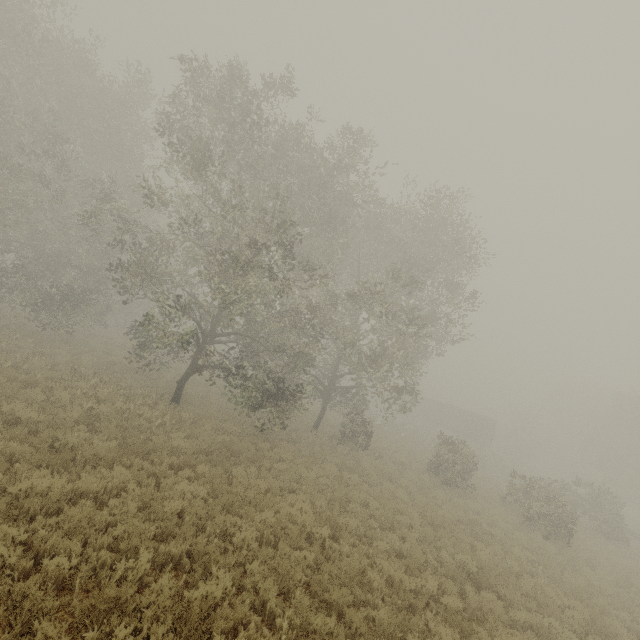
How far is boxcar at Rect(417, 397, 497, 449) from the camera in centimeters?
4381cm

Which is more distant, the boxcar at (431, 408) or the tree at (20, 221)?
the boxcar at (431, 408)

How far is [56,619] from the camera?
4.80m

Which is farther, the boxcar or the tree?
the boxcar

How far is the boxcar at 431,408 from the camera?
43.81m
